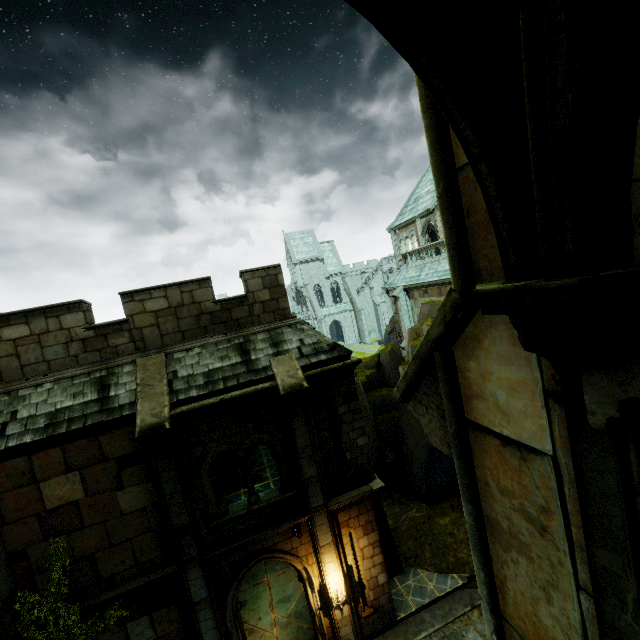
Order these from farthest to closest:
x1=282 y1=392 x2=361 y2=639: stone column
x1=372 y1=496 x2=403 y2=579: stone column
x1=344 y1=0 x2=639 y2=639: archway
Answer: x1=372 y1=496 x2=403 y2=579: stone column
x1=282 y1=392 x2=361 y2=639: stone column
x1=344 y1=0 x2=639 y2=639: archway

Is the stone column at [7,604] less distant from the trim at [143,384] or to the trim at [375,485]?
the trim at [143,384]

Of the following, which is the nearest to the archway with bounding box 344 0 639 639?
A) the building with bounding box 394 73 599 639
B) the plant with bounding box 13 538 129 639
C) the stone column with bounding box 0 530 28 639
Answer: the building with bounding box 394 73 599 639

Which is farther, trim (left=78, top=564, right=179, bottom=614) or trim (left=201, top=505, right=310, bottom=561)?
trim (left=201, top=505, right=310, bottom=561)

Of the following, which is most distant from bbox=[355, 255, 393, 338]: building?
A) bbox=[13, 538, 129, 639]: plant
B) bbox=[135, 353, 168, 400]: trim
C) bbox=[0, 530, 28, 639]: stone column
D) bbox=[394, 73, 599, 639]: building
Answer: bbox=[0, 530, 28, 639]: stone column

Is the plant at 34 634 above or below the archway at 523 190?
below

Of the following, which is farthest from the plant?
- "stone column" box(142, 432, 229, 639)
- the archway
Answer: the archway

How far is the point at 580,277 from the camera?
0.92m
